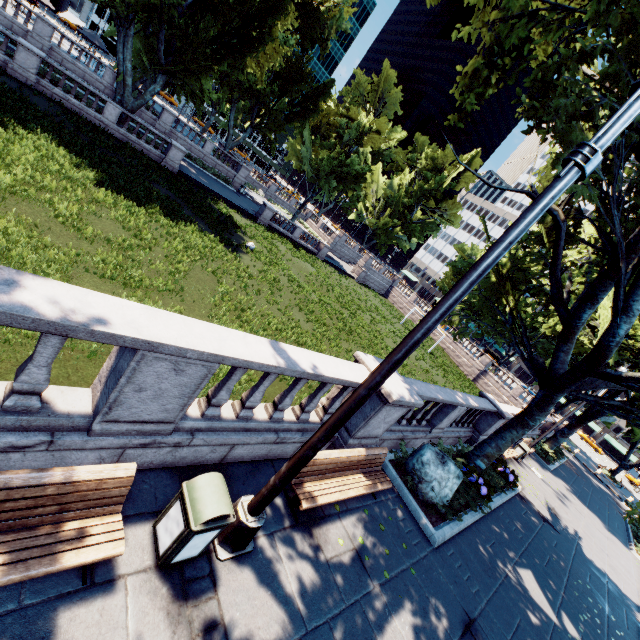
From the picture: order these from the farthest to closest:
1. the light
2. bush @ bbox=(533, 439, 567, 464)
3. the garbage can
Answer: bush @ bbox=(533, 439, 567, 464)
the garbage can
the light

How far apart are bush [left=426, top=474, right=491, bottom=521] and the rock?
0.01m

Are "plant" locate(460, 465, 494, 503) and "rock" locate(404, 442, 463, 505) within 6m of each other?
yes

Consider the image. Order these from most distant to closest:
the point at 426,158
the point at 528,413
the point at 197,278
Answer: the point at 426,158, the point at 197,278, the point at 528,413

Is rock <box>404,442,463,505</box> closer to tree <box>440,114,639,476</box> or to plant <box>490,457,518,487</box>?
tree <box>440,114,639,476</box>

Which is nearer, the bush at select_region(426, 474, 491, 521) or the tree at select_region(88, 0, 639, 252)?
the tree at select_region(88, 0, 639, 252)

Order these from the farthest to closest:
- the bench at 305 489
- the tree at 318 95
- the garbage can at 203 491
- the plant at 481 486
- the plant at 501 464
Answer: the plant at 501 464, the plant at 481 486, the tree at 318 95, the bench at 305 489, the garbage can at 203 491

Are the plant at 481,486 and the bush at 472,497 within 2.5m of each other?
yes
